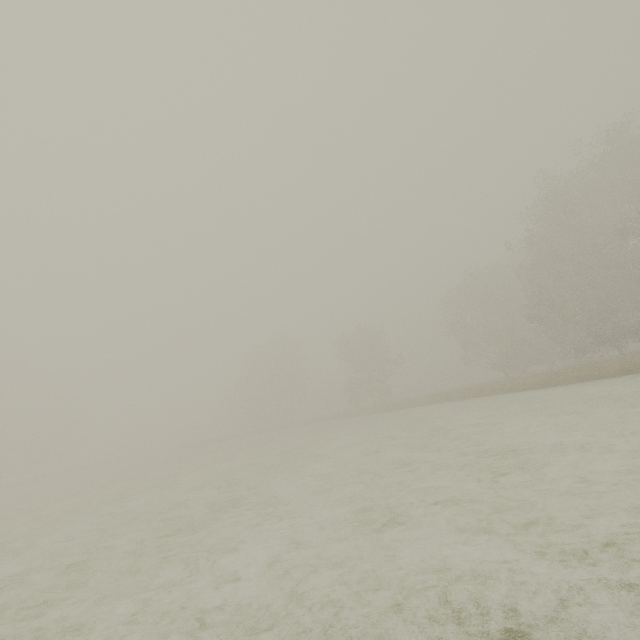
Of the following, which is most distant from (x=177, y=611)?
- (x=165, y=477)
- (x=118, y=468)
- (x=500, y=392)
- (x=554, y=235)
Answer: (x=118, y=468)
